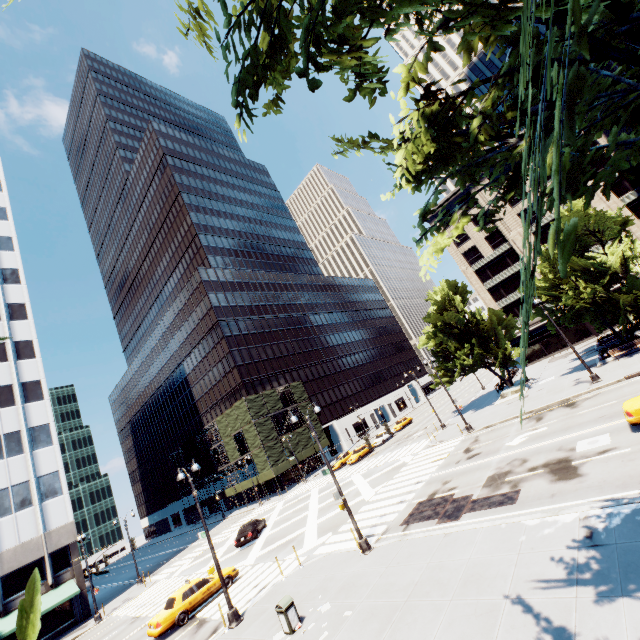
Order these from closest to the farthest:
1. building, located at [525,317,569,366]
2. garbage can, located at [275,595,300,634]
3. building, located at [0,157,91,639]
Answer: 1. garbage can, located at [275,595,300,634]
2. building, located at [0,157,91,639]
3. building, located at [525,317,569,366]

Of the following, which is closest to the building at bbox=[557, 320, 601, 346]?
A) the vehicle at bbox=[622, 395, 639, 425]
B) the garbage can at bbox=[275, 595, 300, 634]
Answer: the vehicle at bbox=[622, 395, 639, 425]

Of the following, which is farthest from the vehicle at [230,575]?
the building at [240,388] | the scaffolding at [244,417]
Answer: the building at [240,388]

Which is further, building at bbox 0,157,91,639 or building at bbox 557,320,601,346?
building at bbox 557,320,601,346

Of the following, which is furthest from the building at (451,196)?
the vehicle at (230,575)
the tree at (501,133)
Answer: the vehicle at (230,575)

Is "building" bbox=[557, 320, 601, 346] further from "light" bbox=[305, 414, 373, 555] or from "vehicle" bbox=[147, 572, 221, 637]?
"vehicle" bbox=[147, 572, 221, 637]

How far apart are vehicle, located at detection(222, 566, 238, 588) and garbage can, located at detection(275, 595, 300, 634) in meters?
10.1 m

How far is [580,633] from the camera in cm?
658
